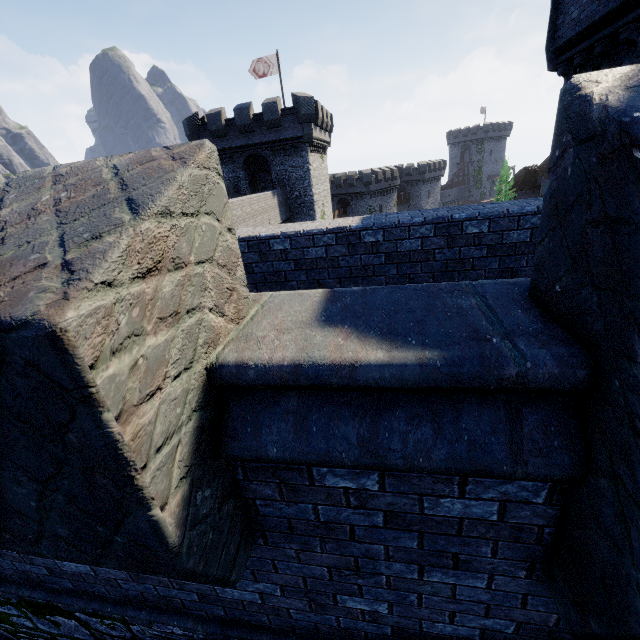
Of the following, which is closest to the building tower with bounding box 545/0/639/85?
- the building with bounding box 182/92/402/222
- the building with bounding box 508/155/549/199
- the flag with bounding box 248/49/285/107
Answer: the building with bounding box 182/92/402/222

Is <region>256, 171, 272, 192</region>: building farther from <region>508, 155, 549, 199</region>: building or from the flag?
<region>508, 155, 549, 199</region>: building

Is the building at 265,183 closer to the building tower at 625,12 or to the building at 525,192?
the building tower at 625,12

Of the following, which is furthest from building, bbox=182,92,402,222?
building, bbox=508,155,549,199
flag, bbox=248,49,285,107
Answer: building, bbox=508,155,549,199

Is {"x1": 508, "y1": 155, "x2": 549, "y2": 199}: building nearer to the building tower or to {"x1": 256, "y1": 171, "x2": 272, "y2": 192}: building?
the building tower

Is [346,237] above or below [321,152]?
below

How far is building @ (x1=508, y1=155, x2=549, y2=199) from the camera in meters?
47.0

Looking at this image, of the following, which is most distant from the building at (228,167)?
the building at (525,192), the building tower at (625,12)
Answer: the building at (525,192)
